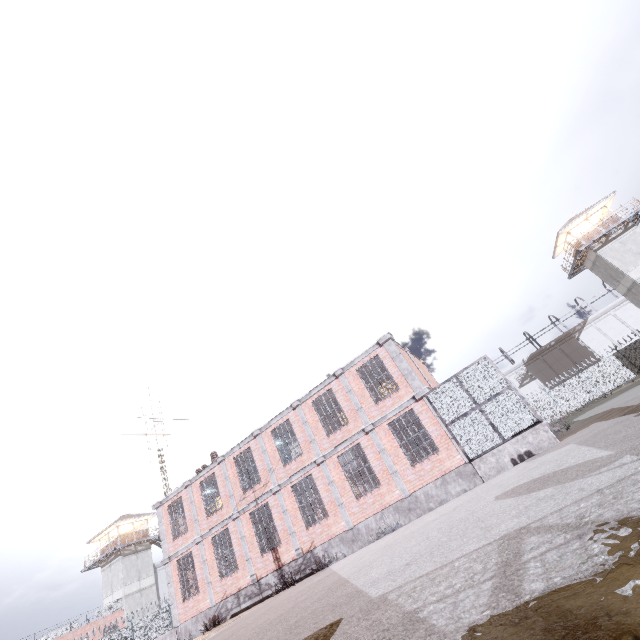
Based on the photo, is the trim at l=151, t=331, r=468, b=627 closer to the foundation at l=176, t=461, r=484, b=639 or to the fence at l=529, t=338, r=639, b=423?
the foundation at l=176, t=461, r=484, b=639

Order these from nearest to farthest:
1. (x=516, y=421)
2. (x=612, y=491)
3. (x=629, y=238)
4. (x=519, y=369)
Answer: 1. (x=612, y=491)
2. (x=516, y=421)
3. (x=629, y=238)
4. (x=519, y=369)

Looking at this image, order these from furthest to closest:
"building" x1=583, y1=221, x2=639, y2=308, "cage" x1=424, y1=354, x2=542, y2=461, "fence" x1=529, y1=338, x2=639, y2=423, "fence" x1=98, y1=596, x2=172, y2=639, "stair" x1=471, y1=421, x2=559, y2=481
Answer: "fence" x1=529, y1=338, x2=639, y2=423 → "building" x1=583, y1=221, x2=639, y2=308 → "fence" x1=98, y1=596, x2=172, y2=639 → "cage" x1=424, y1=354, x2=542, y2=461 → "stair" x1=471, y1=421, x2=559, y2=481

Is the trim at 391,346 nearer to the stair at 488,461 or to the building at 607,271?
the stair at 488,461

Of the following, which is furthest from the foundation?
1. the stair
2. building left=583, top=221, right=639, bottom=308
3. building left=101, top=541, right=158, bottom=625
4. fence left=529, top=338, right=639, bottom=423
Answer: building left=583, top=221, right=639, bottom=308

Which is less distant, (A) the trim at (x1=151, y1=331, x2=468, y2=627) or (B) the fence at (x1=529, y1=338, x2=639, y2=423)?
(A) the trim at (x1=151, y1=331, x2=468, y2=627)

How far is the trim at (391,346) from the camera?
14.3 meters

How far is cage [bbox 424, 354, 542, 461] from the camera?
12.2 meters
